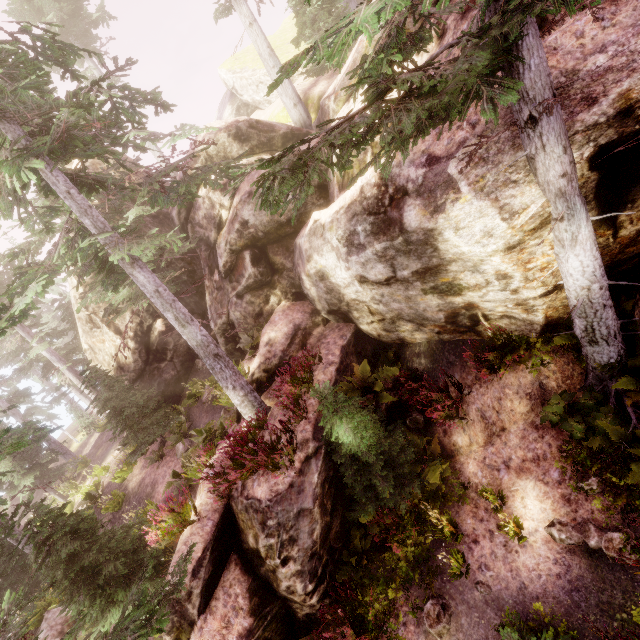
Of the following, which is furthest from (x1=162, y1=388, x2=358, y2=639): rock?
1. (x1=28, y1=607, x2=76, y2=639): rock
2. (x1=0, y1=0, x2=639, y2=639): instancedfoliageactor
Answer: (x1=28, y1=607, x2=76, y2=639): rock

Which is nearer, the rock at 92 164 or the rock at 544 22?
the rock at 544 22

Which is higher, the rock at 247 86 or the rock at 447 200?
the rock at 247 86

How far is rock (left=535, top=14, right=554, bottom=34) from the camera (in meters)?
6.14

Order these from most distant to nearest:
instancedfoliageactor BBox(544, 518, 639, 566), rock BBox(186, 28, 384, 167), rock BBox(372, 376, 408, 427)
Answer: rock BBox(186, 28, 384, 167), rock BBox(372, 376, 408, 427), instancedfoliageactor BBox(544, 518, 639, 566)

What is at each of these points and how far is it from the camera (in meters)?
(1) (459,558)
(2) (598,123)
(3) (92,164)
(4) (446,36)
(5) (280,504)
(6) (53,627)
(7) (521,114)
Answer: (1) instancedfoliageactor, 6.89
(2) rock, 4.62
(3) rock, 16.80
(4) rock, 7.45
(5) rock, 7.94
(6) rock, 13.69
(7) instancedfoliageactor, 4.64
